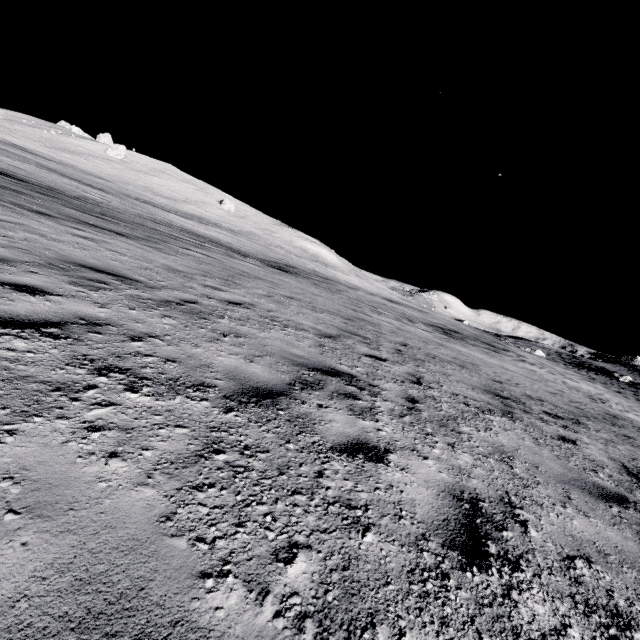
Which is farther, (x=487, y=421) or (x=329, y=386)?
(x=487, y=421)
